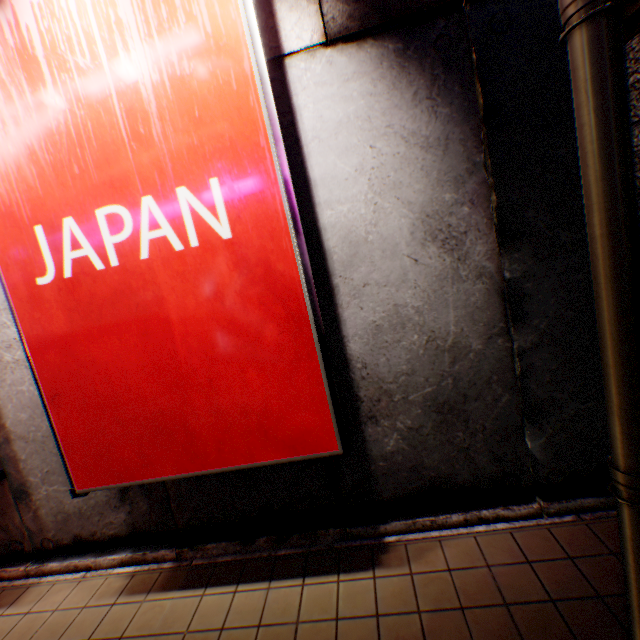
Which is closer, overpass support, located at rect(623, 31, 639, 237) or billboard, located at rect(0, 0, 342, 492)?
overpass support, located at rect(623, 31, 639, 237)

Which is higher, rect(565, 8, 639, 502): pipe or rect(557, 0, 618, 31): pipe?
rect(557, 0, 618, 31): pipe

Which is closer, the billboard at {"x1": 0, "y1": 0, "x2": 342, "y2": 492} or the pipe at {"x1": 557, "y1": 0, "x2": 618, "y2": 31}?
the pipe at {"x1": 557, "y1": 0, "x2": 618, "y2": 31}

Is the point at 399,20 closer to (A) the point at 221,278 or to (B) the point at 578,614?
(A) the point at 221,278

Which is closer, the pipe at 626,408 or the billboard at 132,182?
the pipe at 626,408
